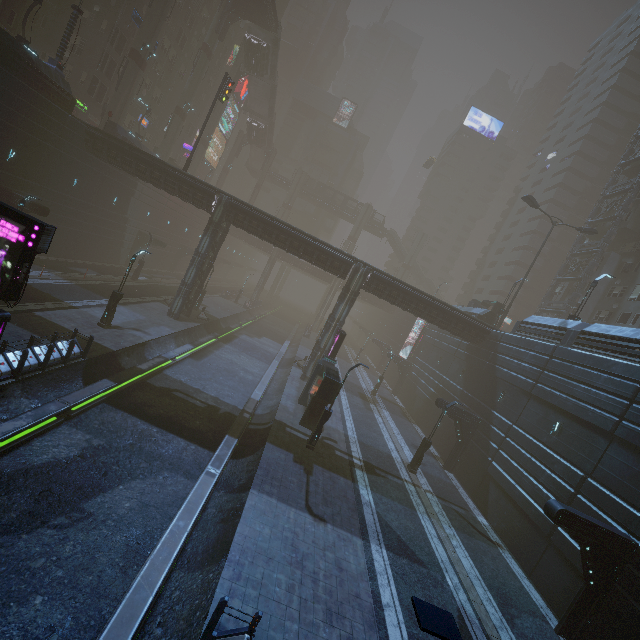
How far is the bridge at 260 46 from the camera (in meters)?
47.41

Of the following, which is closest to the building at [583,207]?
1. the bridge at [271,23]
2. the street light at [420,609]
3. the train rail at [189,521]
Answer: the train rail at [189,521]

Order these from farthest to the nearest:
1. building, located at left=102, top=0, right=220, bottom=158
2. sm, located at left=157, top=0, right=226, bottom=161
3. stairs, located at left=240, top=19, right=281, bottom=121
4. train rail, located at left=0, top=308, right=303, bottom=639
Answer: stairs, located at left=240, top=19, right=281, bottom=121 < building, located at left=102, top=0, right=220, bottom=158 < sm, located at left=157, top=0, right=226, bottom=161 < train rail, located at left=0, top=308, right=303, bottom=639

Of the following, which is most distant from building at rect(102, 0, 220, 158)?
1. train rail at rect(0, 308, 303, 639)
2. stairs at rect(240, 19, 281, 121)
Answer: stairs at rect(240, 19, 281, 121)

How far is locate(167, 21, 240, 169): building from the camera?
55.3m

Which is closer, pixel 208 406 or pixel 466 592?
pixel 466 592

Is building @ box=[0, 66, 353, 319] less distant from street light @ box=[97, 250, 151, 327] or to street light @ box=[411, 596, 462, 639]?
street light @ box=[411, 596, 462, 639]

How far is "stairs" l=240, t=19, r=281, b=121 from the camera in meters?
47.3 m
